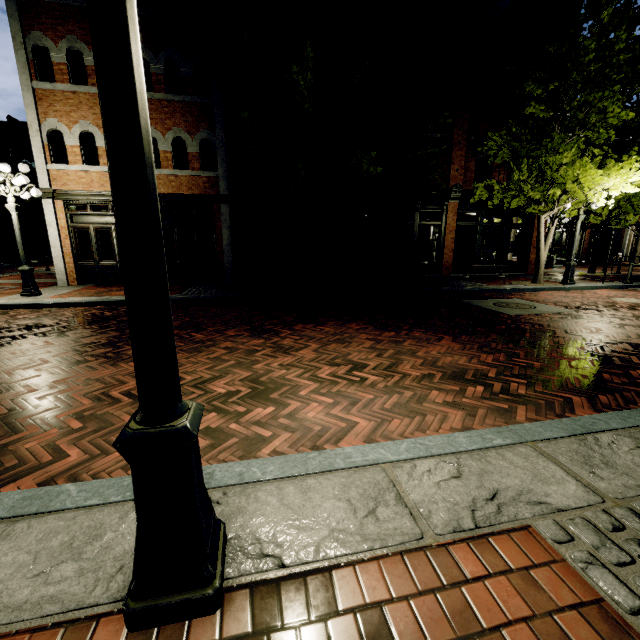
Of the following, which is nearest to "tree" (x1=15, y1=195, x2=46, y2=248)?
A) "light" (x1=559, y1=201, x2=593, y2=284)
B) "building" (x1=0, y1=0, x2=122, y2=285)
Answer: "light" (x1=559, y1=201, x2=593, y2=284)

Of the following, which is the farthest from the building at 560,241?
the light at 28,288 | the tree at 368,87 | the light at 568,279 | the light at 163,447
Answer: the light at 163,447

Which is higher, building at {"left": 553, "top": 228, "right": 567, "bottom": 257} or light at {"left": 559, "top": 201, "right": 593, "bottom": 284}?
building at {"left": 553, "top": 228, "right": 567, "bottom": 257}

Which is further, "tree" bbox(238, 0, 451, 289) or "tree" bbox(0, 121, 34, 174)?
"tree" bbox(0, 121, 34, 174)

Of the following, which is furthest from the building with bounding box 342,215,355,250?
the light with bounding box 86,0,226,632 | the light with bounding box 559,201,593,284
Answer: the light with bounding box 86,0,226,632

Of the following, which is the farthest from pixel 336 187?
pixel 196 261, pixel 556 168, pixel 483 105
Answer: pixel 483 105

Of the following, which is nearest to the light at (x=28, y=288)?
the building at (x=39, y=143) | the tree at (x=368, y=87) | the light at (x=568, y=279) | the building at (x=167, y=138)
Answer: the building at (x=167, y=138)

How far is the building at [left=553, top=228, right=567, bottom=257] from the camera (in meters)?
35.16
